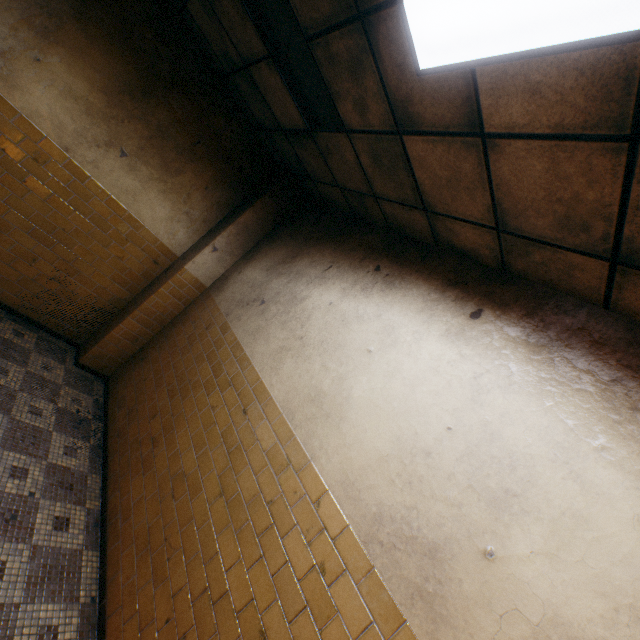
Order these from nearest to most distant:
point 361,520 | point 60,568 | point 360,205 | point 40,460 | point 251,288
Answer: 1. point 361,520
2. point 60,568
3. point 40,460
4. point 360,205
5. point 251,288

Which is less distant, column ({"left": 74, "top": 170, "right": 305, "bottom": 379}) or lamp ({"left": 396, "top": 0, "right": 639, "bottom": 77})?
lamp ({"left": 396, "top": 0, "right": 639, "bottom": 77})

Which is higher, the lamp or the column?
the lamp

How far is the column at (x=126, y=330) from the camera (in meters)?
4.47

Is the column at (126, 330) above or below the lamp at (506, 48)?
below

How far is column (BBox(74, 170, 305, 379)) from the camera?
4.5 meters
